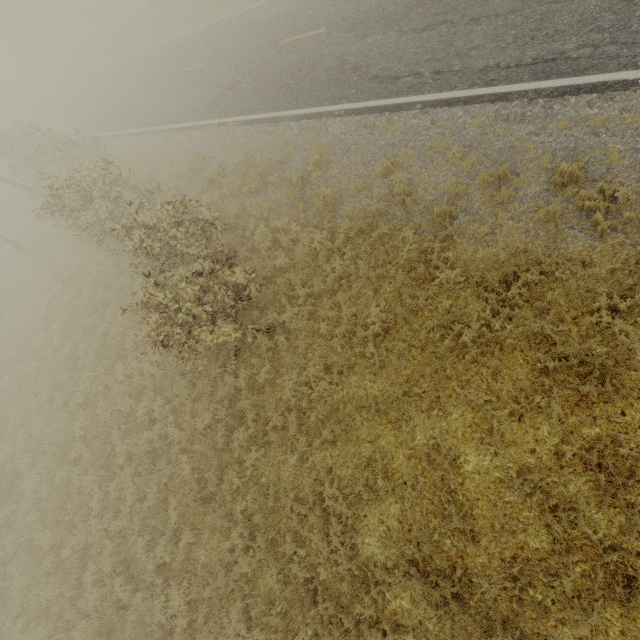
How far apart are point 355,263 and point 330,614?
6.76m
